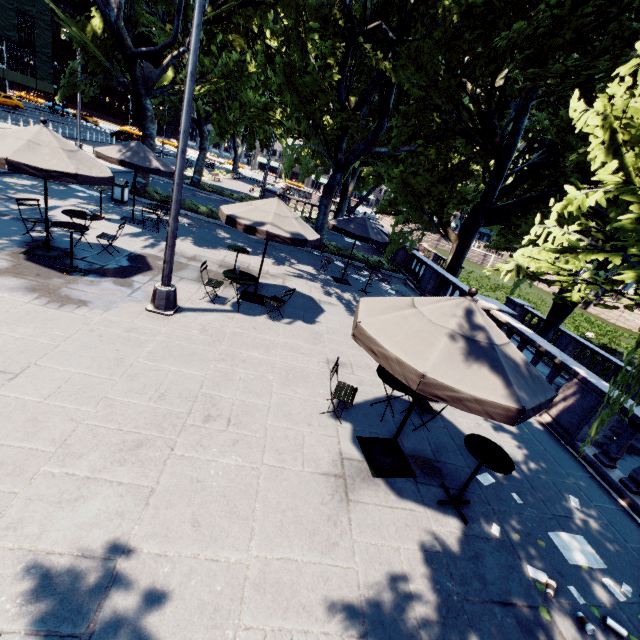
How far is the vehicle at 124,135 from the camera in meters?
42.6

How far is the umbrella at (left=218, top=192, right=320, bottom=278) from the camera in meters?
7.8 m

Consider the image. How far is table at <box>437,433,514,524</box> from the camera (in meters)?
4.36

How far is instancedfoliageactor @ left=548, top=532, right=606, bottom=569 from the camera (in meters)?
4.75

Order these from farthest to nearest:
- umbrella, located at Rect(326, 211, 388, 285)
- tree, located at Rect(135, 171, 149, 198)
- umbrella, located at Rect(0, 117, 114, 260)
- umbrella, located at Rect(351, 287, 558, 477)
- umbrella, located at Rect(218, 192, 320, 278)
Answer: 1. tree, located at Rect(135, 171, 149, 198)
2. umbrella, located at Rect(326, 211, 388, 285)
3. umbrella, located at Rect(218, 192, 320, 278)
4. umbrella, located at Rect(0, 117, 114, 260)
5. umbrella, located at Rect(351, 287, 558, 477)

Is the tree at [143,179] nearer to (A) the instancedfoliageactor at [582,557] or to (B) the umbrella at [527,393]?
(B) the umbrella at [527,393]

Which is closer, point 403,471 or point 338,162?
point 403,471

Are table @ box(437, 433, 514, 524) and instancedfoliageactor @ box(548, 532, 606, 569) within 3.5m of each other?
yes
